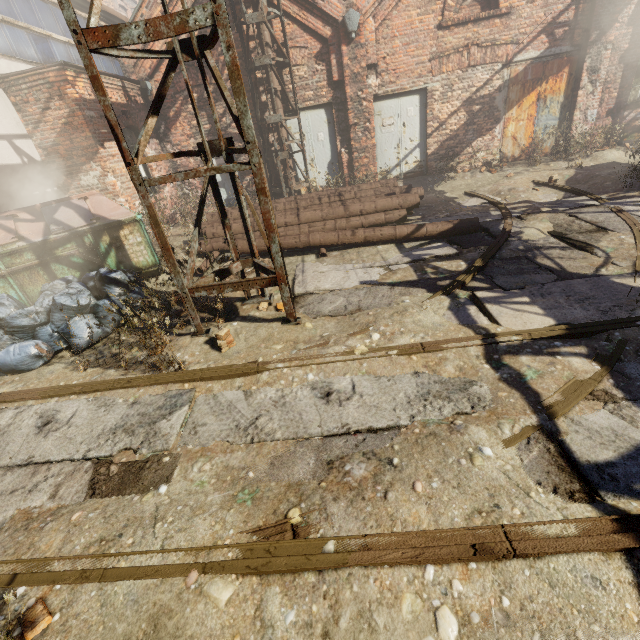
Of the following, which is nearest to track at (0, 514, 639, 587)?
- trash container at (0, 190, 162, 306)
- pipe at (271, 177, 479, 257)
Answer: trash container at (0, 190, 162, 306)

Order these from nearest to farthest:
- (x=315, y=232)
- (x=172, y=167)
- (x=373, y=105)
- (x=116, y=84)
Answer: (x=315, y=232) → (x=116, y=84) → (x=373, y=105) → (x=172, y=167)

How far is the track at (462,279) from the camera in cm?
447

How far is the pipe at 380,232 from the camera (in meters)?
6.44

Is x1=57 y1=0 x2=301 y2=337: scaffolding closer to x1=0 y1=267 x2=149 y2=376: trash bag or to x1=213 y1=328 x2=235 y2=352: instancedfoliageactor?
x1=213 y1=328 x2=235 y2=352: instancedfoliageactor

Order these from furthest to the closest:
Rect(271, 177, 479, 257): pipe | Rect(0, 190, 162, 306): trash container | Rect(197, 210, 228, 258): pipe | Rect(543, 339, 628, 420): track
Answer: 1. Rect(197, 210, 228, 258): pipe
2. Rect(271, 177, 479, 257): pipe
3. Rect(0, 190, 162, 306): trash container
4. Rect(543, 339, 628, 420): track

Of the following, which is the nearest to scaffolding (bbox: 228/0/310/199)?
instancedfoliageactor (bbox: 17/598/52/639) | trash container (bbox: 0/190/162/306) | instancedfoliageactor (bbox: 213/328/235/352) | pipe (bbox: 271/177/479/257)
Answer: instancedfoliageactor (bbox: 213/328/235/352)

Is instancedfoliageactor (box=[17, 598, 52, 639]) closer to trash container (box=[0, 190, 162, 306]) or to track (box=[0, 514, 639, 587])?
track (box=[0, 514, 639, 587])
